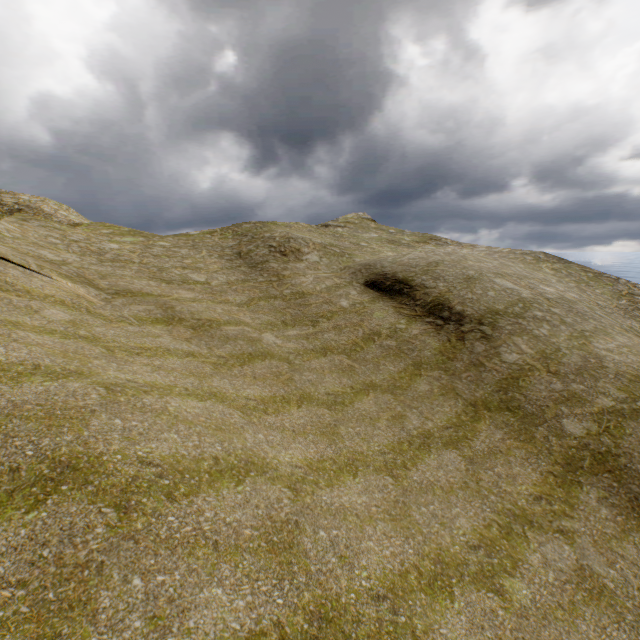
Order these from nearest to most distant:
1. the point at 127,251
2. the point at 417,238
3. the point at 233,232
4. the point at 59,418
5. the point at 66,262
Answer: the point at 59,418 < the point at 66,262 < the point at 127,251 < the point at 233,232 < the point at 417,238
